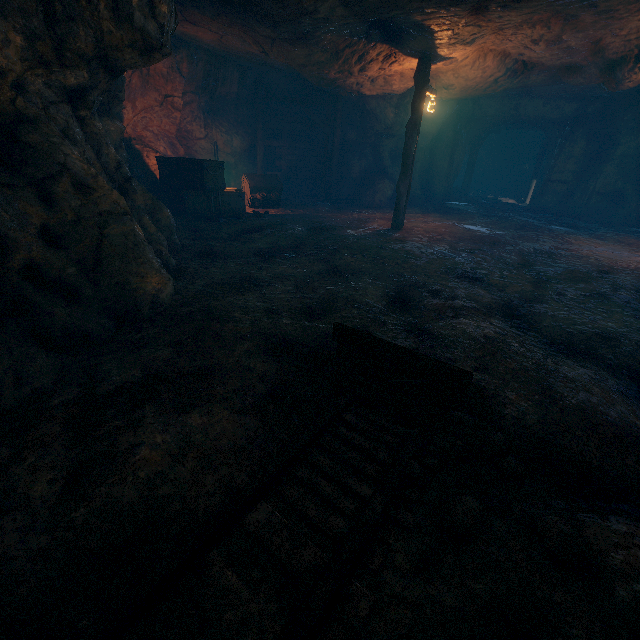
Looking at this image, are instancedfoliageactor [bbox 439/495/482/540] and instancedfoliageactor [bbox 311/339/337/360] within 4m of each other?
yes

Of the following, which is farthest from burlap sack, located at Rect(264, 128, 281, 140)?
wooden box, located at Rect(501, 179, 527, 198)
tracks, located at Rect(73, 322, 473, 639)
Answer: wooden box, located at Rect(501, 179, 527, 198)

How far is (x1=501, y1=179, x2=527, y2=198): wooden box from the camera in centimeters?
2366cm

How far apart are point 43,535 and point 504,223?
15.1 meters

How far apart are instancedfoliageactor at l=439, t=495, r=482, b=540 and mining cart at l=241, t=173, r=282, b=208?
12.4 meters

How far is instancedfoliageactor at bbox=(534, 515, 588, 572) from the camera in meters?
1.9 m

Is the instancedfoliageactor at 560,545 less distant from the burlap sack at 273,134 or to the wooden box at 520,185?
the burlap sack at 273,134

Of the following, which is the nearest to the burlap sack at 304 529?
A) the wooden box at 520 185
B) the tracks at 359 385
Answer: the tracks at 359 385
